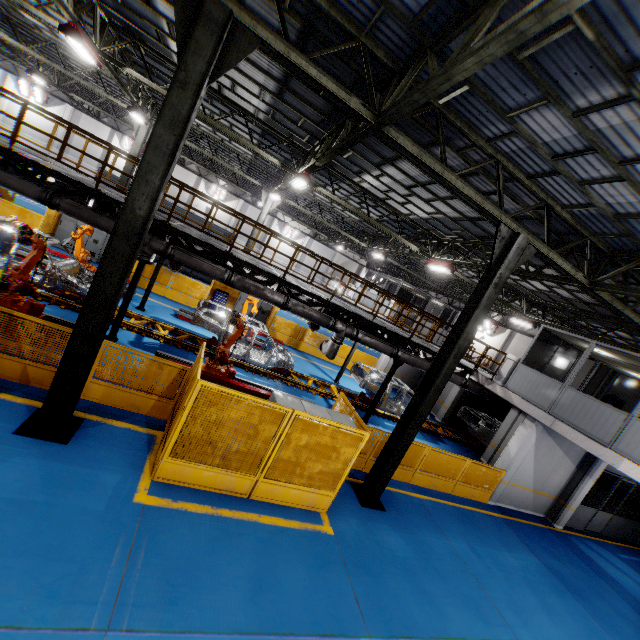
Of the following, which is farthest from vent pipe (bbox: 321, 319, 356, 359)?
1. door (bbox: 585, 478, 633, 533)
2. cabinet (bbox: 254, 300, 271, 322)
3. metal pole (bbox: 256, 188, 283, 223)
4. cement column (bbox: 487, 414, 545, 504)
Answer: metal pole (bbox: 256, 188, 283, 223)

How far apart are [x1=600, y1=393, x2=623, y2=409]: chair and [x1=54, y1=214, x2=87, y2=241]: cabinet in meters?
22.7

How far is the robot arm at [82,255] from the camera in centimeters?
1180cm

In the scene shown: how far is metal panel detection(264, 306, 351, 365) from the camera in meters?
19.7 m

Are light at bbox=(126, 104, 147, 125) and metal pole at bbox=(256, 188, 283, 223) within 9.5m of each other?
yes

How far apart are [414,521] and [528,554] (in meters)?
4.63

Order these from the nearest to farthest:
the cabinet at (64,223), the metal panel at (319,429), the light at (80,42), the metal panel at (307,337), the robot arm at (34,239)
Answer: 1. the metal panel at (319,429)
2. the robot arm at (34,239)
3. the light at (80,42)
4. the cabinet at (64,223)
5. the metal panel at (307,337)

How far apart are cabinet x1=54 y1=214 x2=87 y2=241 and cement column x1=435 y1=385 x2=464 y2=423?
21.6m
